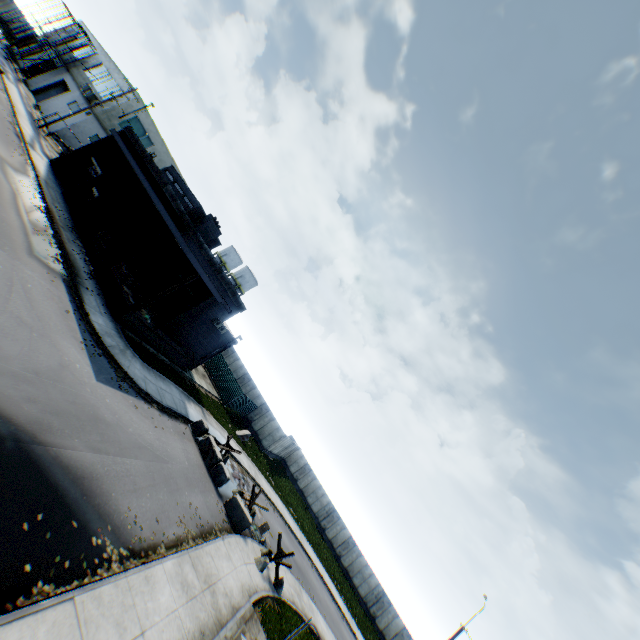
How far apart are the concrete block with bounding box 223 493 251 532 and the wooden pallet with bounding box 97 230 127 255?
18.72m

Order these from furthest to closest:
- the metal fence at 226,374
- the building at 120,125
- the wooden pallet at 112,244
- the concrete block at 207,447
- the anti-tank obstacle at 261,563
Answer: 1. the metal fence at 226,374
2. the wooden pallet at 112,244
3. the building at 120,125
4. the concrete block at 207,447
5. the anti-tank obstacle at 261,563

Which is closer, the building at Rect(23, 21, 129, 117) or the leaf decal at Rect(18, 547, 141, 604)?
the leaf decal at Rect(18, 547, 141, 604)

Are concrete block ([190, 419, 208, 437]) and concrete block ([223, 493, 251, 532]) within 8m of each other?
yes

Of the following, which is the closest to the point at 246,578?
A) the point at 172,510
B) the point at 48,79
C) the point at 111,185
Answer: the point at 172,510

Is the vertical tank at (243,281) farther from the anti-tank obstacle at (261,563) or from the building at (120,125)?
the anti-tank obstacle at (261,563)

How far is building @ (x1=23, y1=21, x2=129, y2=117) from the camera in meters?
35.5 m

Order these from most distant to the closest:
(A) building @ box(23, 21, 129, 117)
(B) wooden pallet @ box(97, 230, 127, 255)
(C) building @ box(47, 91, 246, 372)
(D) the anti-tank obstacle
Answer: (A) building @ box(23, 21, 129, 117), (B) wooden pallet @ box(97, 230, 127, 255), (C) building @ box(47, 91, 246, 372), (D) the anti-tank obstacle
